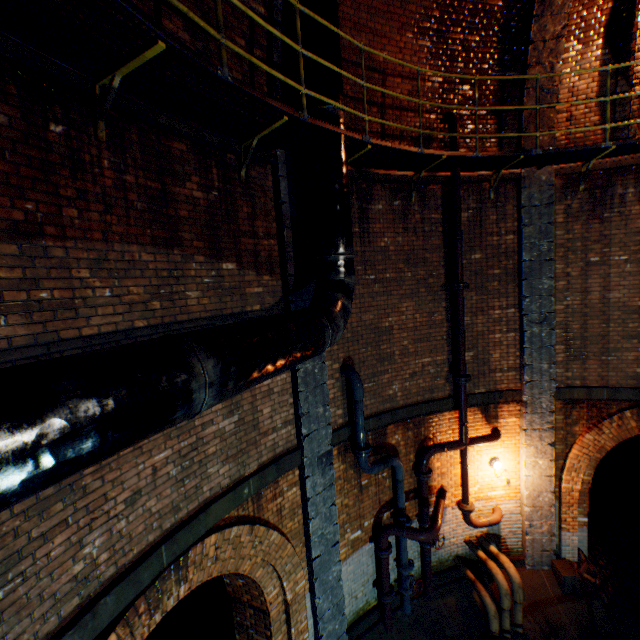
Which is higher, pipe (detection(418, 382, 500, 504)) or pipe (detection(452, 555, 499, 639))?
pipe (detection(418, 382, 500, 504))

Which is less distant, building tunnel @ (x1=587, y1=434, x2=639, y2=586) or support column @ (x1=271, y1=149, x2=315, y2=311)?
support column @ (x1=271, y1=149, x2=315, y2=311)

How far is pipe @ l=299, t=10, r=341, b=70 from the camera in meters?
4.3

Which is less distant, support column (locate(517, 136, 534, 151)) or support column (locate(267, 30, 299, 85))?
support column (locate(267, 30, 299, 85))

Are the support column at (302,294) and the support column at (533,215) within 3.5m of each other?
no

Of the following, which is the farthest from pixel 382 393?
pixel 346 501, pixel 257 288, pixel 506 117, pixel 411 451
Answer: pixel 506 117

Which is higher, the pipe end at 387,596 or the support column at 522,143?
the support column at 522,143

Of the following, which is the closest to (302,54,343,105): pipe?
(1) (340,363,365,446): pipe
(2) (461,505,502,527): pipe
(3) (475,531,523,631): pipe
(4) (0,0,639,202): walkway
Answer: (4) (0,0,639,202): walkway
